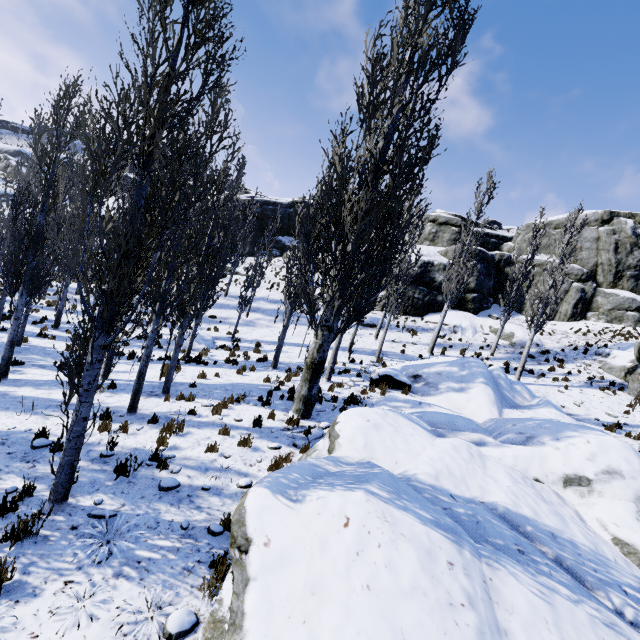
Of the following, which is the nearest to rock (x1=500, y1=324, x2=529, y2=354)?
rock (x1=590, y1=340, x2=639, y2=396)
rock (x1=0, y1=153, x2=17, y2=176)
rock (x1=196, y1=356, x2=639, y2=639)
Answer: rock (x1=590, y1=340, x2=639, y2=396)

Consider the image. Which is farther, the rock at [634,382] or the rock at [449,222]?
the rock at [449,222]

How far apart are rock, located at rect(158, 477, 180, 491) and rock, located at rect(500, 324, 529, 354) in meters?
24.0 m

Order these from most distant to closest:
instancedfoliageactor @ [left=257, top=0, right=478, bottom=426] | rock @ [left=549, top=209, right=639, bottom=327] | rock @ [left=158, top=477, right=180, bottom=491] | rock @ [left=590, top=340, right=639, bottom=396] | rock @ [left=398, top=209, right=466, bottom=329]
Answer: rock @ [left=398, top=209, right=466, bottom=329] → rock @ [left=549, top=209, right=639, bottom=327] → rock @ [left=590, top=340, right=639, bottom=396] → instancedfoliageactor @ [left=257, top=0, right=478, bottom=426] → rock @ [left=158, top=477, right=180, bottom=491]

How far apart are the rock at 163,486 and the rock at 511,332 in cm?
2398

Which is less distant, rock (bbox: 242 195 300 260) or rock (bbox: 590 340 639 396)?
rock (bbox: 590 340 639 396)

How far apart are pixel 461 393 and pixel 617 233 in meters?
26.3 m

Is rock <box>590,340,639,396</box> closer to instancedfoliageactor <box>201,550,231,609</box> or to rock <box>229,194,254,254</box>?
instancedfoliageactor <box>201,550,231,609</box>
